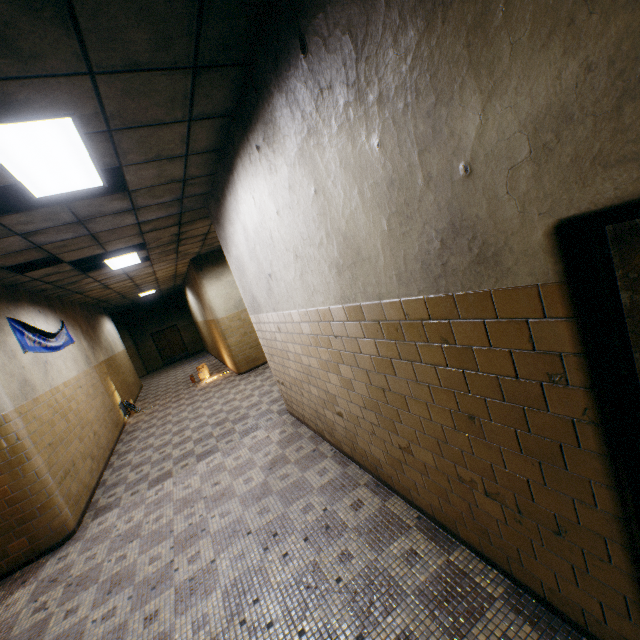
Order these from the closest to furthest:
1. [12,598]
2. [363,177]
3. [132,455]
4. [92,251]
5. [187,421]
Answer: [363,177], [12,598], [92,251], [132,455], [187,421]

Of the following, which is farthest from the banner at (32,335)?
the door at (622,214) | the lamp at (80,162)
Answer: the door at (622,214)

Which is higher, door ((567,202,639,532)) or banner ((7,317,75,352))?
banner ((7,317,75,352))

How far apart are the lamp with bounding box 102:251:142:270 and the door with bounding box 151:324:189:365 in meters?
13.6 m

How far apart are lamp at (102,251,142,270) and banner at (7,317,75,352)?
1.7m

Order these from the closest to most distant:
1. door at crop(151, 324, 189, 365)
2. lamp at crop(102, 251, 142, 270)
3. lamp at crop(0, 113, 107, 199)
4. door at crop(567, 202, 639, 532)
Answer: door at crop(567, 202, 639, 532), lamp at crop(0, 113, 107, 199), lamp at crop(102, 251, 142, 270), door at crop(151, 324, 189, 365)

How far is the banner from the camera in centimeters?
545cm

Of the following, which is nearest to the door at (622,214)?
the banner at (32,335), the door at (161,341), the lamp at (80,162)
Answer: the lamp at (80,162)
